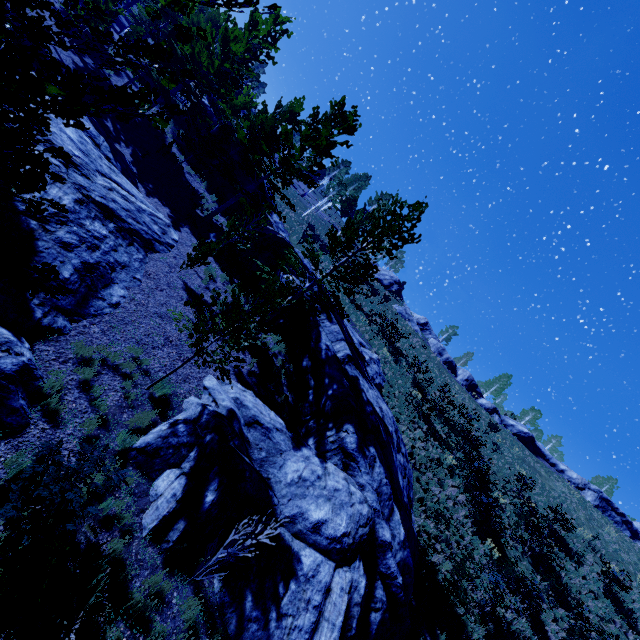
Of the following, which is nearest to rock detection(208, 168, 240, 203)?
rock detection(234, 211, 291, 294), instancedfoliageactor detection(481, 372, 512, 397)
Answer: rock detection(234, 211, 291, 294)

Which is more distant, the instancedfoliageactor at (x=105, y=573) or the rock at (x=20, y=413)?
the rock at (x=20, y=413)

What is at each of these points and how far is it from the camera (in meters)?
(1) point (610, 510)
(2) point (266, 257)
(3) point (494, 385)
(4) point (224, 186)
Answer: (1) rock, 29.84
(2) rock, 17.55
(3) instancedfoliageactor, 46.25
(4) rock, 23.53

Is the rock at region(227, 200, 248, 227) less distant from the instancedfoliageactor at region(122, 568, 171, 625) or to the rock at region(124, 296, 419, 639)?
the rock at region(124, 296, 419, 639)

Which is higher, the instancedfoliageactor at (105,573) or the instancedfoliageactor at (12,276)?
the instancedfoliageactor at (12,276)

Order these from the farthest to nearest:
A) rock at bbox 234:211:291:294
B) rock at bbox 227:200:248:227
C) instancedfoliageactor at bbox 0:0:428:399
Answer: rock at bbox 227:200:248:227 → rock at bbox 234:211:291:294 → instancedfoliageactor at bbox 0:0:428:399

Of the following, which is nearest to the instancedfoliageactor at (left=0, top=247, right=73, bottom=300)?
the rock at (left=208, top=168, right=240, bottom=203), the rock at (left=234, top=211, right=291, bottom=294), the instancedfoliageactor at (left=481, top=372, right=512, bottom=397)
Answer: the rock at (left=208, top=168, right=240, bottom=203)

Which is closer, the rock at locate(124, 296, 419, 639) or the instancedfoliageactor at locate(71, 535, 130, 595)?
the instancedfoliageactor at locate(71, 535, 130, 595)
